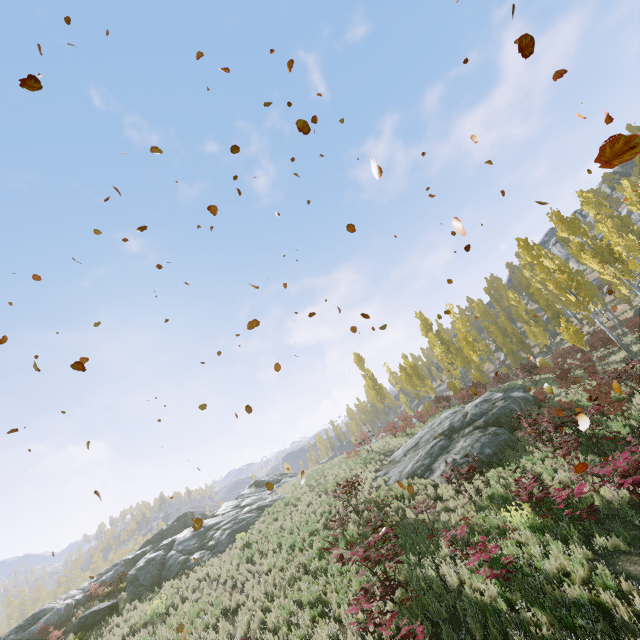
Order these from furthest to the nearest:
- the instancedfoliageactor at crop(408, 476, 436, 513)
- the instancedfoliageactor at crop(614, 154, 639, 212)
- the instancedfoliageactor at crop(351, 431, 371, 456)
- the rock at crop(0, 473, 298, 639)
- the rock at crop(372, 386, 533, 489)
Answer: the instancedfoliageactor at crop(614, 154, 639, 212)
the instancedfoliageactor at crop(351, 431, 371, 456)
the rock at crop(0, 473, 298, 639)
the rock at crop(372, 386, 533, 489)
the instancedfoliageactor at crop(408, 476, 436, 513)

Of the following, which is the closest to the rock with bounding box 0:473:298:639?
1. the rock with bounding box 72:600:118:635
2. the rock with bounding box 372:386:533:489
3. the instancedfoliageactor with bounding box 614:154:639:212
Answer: the rock with bounding box 72:600:118:635

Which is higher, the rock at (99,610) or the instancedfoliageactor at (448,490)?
the rock at (99,610)

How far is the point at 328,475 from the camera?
24.03m

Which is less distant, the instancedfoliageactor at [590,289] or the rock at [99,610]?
the instancedfoliageactor at [590,289]

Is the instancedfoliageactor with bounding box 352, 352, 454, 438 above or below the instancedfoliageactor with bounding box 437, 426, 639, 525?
above

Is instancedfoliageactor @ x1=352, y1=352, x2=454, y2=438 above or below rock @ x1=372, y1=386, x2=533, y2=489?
above

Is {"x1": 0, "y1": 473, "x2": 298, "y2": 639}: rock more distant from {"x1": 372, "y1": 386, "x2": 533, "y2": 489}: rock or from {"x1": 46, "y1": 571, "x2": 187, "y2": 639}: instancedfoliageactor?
{"x1": 46, "y1": 571, "x2": 187, "y2": 639}: instancedfoliageactor
